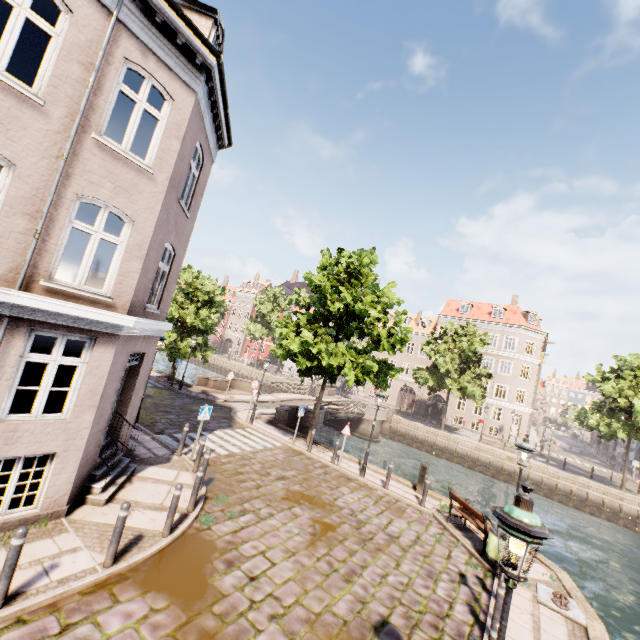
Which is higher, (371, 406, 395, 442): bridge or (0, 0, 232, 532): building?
(0, 0, 232, 532): building

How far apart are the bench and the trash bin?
0.12m

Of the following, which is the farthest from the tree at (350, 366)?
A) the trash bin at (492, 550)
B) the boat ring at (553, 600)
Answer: the boat ring at (553, 600)

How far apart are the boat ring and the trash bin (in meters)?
0.62

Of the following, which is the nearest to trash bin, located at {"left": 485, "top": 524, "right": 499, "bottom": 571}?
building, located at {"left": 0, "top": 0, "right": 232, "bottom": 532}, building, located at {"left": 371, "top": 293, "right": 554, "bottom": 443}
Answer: building, located at {"left": 0, "top": 0, "right": 232, "bottom": 532}

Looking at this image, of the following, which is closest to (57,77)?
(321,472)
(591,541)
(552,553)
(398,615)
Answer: (398,615)

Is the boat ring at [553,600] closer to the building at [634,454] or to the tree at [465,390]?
the tree at [465,390]

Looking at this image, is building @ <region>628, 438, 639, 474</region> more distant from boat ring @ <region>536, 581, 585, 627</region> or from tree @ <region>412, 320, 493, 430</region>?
boat ring @ <region>536, 581, 585, 627</region>
